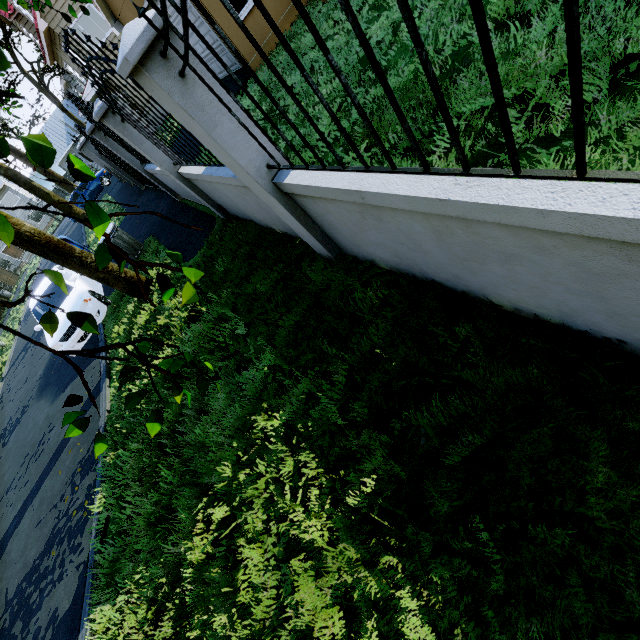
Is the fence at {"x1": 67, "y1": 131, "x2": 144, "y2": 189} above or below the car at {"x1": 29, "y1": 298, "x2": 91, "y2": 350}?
above

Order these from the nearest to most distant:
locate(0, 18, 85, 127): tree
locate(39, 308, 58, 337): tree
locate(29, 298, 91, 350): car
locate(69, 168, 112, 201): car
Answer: locate(0, 18, 85, 127): tree
locate(39, 308, 58, 337): tree
locate(29, 298, 91, 350): car
locate(69, 168, 112, 201): car

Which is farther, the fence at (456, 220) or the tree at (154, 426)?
the tree at (154, 426)

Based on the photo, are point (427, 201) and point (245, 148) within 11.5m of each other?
yes

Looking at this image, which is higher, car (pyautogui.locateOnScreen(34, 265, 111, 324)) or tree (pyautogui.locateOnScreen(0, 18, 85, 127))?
tree (pyautogui.locateOnScreen(0, 18, 85, 127))

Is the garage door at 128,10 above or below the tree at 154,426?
above

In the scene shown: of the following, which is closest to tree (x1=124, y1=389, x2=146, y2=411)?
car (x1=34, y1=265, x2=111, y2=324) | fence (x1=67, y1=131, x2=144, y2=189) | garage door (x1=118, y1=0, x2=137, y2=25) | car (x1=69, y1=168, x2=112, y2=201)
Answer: fence (x1=67, y1=131, x2=144, y2=189)
